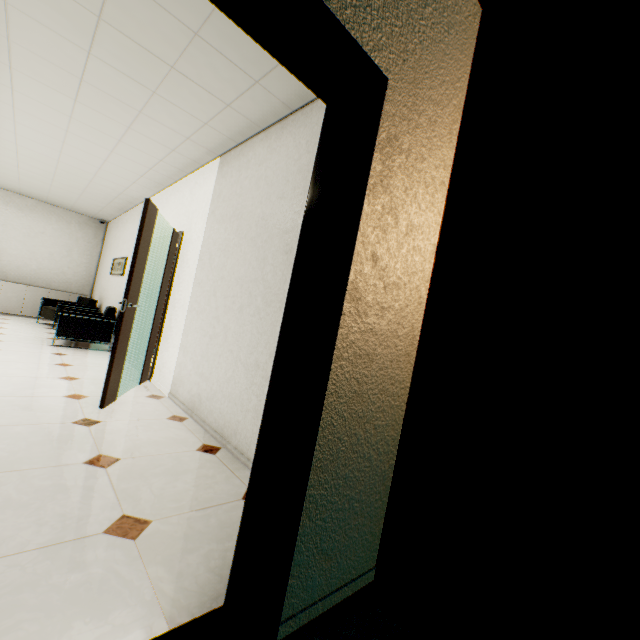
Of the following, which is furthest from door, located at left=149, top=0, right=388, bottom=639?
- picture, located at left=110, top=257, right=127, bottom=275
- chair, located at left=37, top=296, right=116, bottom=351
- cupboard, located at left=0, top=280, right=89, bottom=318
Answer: cupboard, located at left=0, top=280, right=89, bottom=318

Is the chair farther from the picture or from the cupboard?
the cupboard

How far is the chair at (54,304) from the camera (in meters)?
5.41

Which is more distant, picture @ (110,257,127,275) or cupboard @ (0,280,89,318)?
cupboard @ (0,280,89,318)

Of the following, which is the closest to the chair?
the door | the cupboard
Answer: the cupboard

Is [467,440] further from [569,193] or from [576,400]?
[569,193]

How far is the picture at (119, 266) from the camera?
6.7 meters

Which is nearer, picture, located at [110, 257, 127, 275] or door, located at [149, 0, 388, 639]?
door, located at [149, 0, 388, 639]
